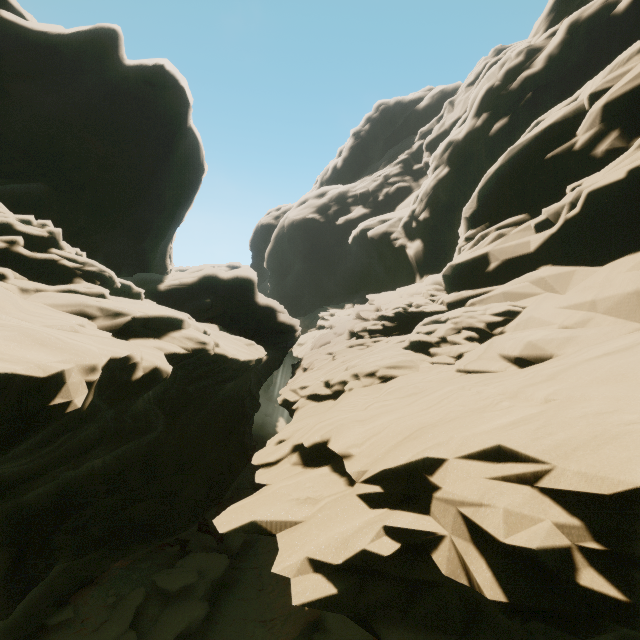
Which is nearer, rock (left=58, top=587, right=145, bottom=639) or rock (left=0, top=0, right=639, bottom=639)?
rock (left=0, top=0, right=639, bottom=639)

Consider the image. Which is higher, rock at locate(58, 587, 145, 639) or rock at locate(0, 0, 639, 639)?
rock at locate(0, 0, 639, 639)

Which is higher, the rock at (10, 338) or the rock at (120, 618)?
the rock at (10, 338)

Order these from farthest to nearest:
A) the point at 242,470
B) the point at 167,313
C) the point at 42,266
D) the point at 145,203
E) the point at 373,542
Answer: the point at 145,203 < the point at 242,470 < the point at 167,313 < the point at 42,266 < the point at 373,542

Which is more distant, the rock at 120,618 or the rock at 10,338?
the rock at 120,618
